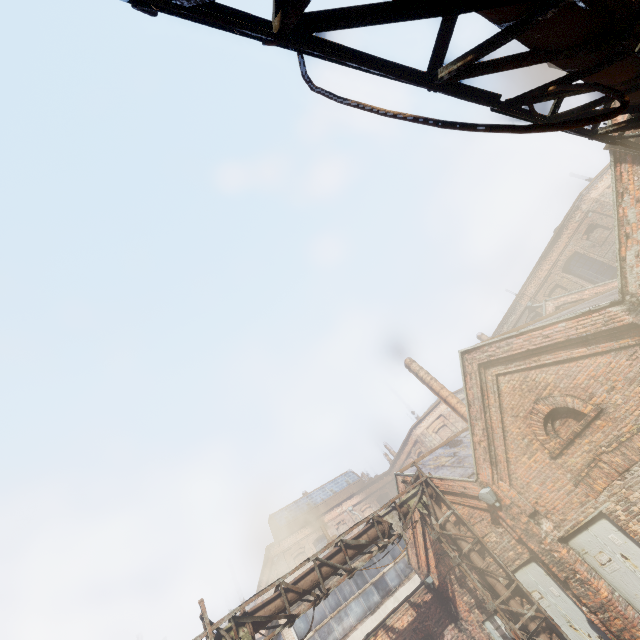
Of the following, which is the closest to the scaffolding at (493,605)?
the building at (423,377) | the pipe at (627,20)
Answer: Result: the pipe at (627,20)

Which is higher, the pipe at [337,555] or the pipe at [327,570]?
the pipe at [337,555]

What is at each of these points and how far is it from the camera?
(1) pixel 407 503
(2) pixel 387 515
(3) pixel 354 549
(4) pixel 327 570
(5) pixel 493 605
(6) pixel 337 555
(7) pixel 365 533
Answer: (1) pipe, 11.6 meters
(2) pipe, 11.1 meters
(3) pipe, 10.1 meters
(4) pipe, 9.6 meters
(5) scaffolding, 9.7 meters
(6) pipe, 9.9 meters
(7) pipe, 10.6 meters

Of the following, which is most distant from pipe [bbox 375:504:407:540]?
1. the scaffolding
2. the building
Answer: the building

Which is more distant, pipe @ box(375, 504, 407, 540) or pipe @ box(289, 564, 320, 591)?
pipe @ box(375, 504, 407, 540)

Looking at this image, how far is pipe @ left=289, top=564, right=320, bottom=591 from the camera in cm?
917
